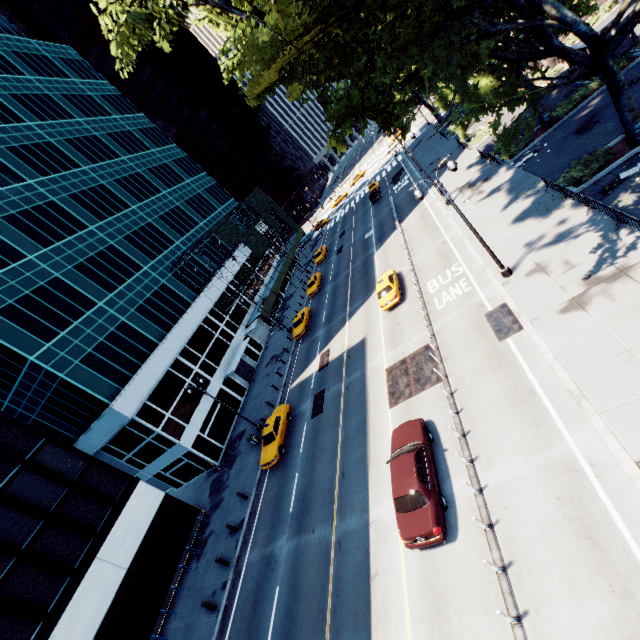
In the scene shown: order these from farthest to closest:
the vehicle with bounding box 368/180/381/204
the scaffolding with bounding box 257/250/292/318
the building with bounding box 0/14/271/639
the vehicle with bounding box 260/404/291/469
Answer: the vehicle with bounding box 368/180/381/204, the scaffolding with bounding box 257/250/292/318, the vehicle with bounding box 260/404/291/469, the building with bounding box 0/14/271/639

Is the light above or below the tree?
below

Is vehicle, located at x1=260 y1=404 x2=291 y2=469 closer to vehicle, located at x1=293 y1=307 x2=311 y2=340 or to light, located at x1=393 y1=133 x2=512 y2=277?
vehicle, located at x1=293 y1=307 x2=311 y2=340

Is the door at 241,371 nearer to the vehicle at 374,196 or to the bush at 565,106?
the vehicle at 374,196

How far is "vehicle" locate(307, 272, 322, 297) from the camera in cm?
4267

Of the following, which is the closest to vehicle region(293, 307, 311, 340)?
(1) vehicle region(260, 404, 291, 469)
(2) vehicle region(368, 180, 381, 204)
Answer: (1) vehicle region(260, 404, 291, 469)

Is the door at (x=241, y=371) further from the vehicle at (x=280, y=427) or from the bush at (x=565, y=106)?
the bush at (x=565, y=106)

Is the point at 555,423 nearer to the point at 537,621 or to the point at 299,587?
the point at 537,621
